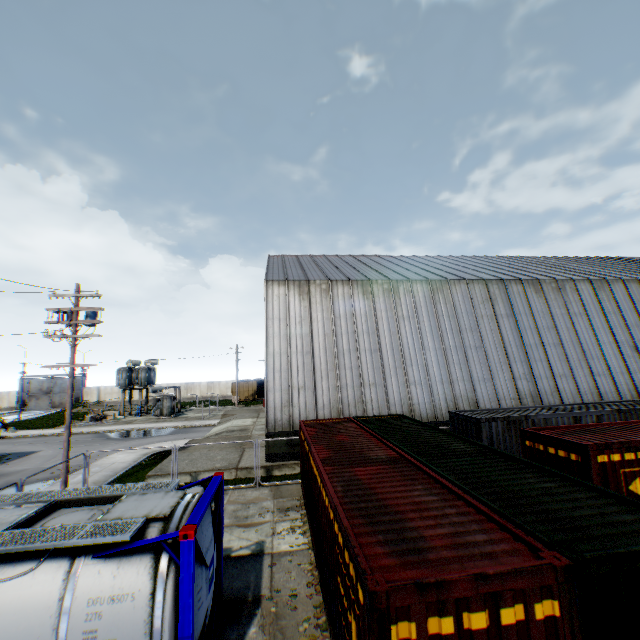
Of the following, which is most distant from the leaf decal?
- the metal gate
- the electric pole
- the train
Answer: the metal gate

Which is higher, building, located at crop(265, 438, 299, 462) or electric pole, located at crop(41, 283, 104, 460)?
electric pole, located at crop(41, 283, 104, 460)

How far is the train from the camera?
56.12m

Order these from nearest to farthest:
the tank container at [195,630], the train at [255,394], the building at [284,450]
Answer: the tank container at [195,630], the building at [284,450], the train at [255,394]

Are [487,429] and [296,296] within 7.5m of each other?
no

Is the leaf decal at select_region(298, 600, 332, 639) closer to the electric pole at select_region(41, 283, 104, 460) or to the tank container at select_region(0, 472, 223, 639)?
the tank container at select_region(0, 472, 223, 639)

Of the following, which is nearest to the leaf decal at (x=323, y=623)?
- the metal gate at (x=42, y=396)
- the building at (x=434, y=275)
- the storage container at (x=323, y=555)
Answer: the storage container at (x=323, y=555)

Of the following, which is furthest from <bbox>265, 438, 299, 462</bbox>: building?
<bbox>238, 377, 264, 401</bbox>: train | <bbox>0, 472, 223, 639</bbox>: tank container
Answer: <bbox>0, 472, 223, 639</bbox>: tank container
